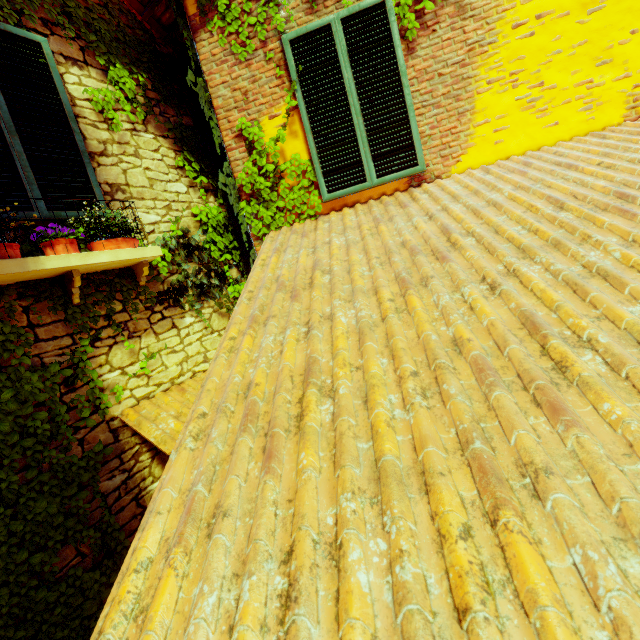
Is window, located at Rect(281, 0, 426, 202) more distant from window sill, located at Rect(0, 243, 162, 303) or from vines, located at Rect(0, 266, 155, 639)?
window sill, located at Rect(0, 243, 162, 303)

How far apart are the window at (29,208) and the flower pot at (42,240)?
0.30m

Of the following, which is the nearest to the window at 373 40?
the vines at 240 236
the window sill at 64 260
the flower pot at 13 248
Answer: the vines at 240 236

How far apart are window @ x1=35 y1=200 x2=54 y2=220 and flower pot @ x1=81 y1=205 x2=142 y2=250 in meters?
0.4 m

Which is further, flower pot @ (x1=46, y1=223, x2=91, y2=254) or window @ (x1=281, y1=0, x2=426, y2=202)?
window @ (x1=281, y1=0, x2=426, y2=202)

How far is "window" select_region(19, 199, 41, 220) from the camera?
2.7 meters

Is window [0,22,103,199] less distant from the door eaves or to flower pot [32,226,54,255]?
flower pot [32,226,54,255]

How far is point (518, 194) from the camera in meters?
2.5 m
